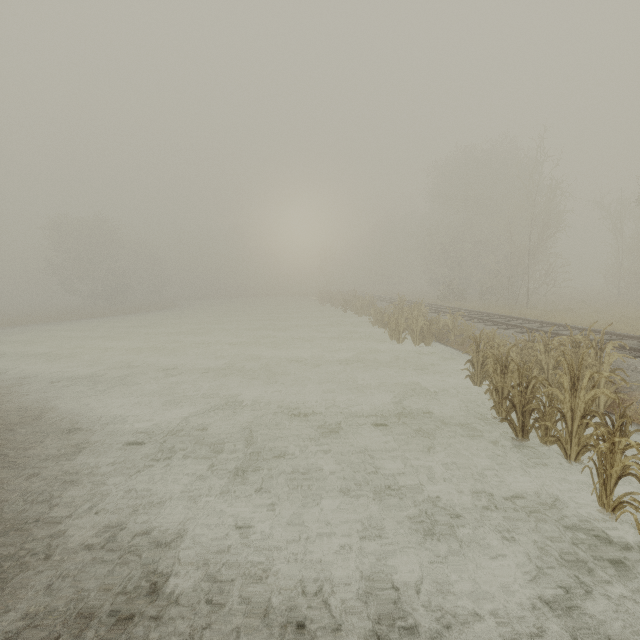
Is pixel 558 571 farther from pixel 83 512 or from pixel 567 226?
pixel 567 226
